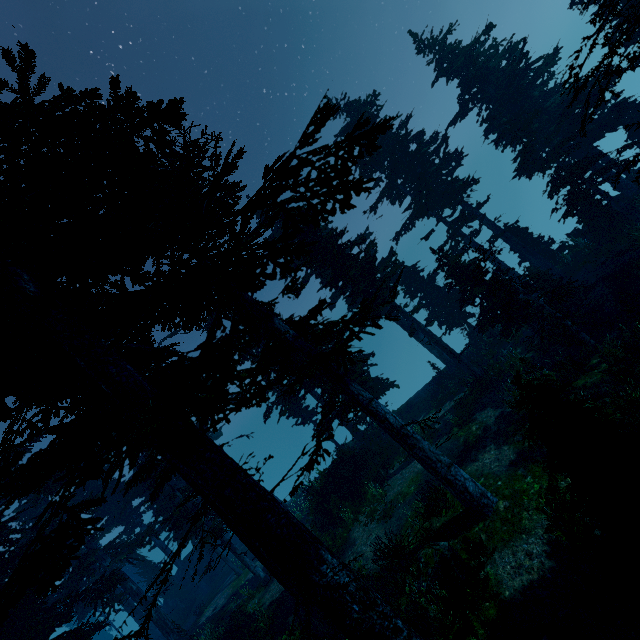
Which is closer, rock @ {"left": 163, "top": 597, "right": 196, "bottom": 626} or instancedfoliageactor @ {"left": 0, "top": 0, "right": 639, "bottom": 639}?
instancedfoliageactor @ {"left": 0, "top": 0, "right": 639, "bottom": 639}

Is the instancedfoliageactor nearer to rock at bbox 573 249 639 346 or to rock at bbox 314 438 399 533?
rock at bbox 314 438 399 533

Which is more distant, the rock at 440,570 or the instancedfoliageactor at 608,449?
the rock at 440,570

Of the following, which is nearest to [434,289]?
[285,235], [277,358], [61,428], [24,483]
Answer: [277,358]

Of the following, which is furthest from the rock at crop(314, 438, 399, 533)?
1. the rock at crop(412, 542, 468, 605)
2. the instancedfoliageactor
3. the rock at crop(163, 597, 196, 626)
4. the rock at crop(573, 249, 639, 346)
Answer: the rock at crop(163, 597, 196, 626)

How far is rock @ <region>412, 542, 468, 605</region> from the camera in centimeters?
934cm

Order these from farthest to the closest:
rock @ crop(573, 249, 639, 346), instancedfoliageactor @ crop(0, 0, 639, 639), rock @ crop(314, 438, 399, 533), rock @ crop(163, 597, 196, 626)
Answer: rock @ crop(163, 597, 196, 626), rock @ crop(314, 438, 399, 533), rock @ crop(573, 249, 639, 346), instancedfoliageactor @ crop(0, 0, 639, 639)

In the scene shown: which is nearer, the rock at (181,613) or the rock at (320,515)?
the rock at (320,515)
